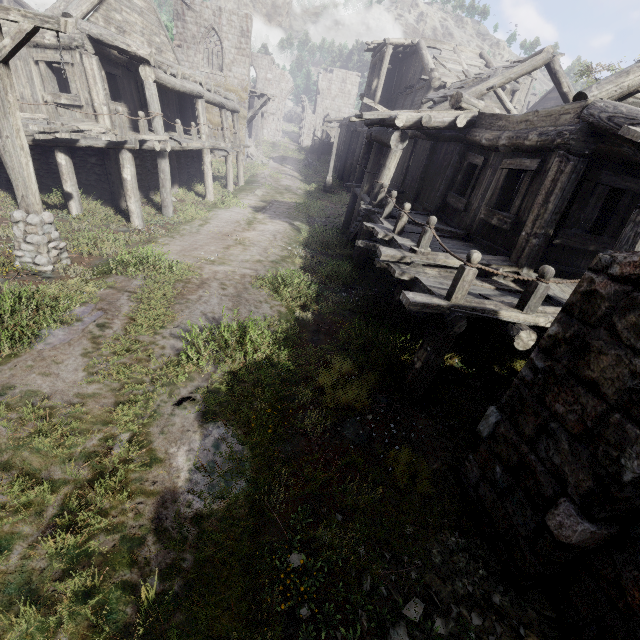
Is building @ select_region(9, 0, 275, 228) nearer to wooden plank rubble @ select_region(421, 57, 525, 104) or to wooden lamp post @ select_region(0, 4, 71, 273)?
wooden plank rubble @ select_region(421, 57, 525, 104)

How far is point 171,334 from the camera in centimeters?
580cm

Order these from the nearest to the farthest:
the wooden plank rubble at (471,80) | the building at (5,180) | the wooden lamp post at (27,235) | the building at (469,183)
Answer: → the building at (469,183), the wooden lamp post at (27,235), the building at (5,180), the wooden plank rubble at (471,80)

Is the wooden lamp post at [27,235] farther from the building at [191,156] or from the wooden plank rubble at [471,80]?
the wooden plank rubble at [471,80]

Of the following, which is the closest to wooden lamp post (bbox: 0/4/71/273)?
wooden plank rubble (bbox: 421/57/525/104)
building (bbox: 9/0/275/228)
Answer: building (bbox: 9/0/275/228)

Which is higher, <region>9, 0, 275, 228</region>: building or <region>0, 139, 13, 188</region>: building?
<region>9, 0, 275, 228</region>: building
